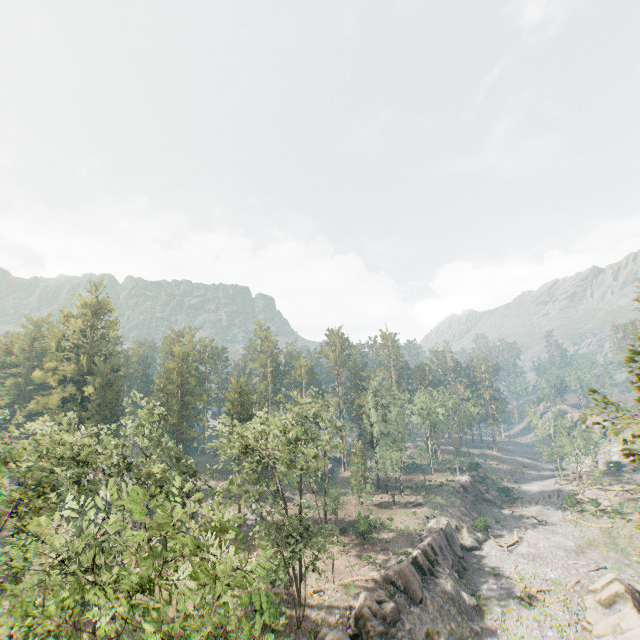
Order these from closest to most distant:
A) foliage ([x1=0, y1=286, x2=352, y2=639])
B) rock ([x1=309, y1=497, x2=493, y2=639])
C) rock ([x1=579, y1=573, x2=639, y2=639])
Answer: foliage ([x1=0, y1=286, x2=352, y2=639])
rock ([x1=579, y1=573, x2=639, y2=639])
rock ([x1=309, y1=497, x2=493, y2=639])

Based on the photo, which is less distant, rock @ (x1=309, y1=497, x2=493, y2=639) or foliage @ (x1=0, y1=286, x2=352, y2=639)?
foliage @ (x1=0, y1=286, x2=352, y2=639)

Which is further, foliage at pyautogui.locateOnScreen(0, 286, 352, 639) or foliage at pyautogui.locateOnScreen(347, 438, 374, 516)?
foliage at pyautogui.locateOnScreen(347, 438, 374, 516)

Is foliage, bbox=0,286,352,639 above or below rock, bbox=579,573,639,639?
above

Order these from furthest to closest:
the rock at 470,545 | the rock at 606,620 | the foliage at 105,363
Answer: the rock at 470,545 → the rock at 606,620 → the foliage at 105,363

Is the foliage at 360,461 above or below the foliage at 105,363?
A: below

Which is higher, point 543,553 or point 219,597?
point 219,597
